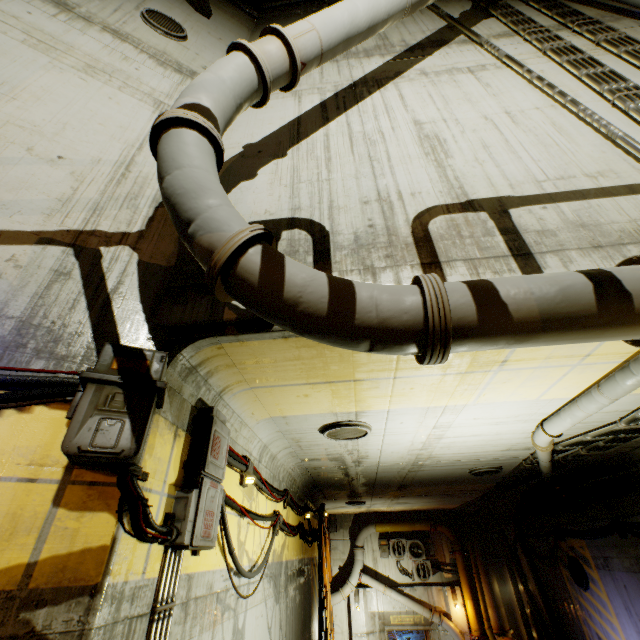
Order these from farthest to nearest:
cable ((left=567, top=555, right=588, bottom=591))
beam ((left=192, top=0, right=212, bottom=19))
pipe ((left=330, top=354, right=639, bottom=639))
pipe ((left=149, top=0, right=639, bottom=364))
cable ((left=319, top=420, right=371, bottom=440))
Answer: cable ((left=567, top=555, right=588, bottom=591)), beam ((left=192, top=0, right=212, bottom=19)), cable ((left=319, top=420, right=371, bottom=440)), pipe ((left=330, top=354, right=639, bottom=639)), pipe ((left=149, top=0, right=639, bottom=364))

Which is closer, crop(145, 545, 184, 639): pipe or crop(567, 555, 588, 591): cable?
crop(145, 545, 184, 639): pipe

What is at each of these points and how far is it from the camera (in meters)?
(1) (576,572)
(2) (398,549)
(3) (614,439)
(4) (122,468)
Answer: (1) cable, 9.85
(2) air conditioner, 15.88
(3) pipe, 5.95
(4) cable, 2.12

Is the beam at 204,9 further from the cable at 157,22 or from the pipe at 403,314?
the cable at 157,22

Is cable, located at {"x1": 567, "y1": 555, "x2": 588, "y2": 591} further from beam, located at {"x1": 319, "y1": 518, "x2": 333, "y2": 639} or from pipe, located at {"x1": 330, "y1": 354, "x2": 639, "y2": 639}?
beam, located at {"x1": 319, "y1": 518, "x2": 333, "y2": 639}

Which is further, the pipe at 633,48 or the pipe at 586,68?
the pipe at 633,48

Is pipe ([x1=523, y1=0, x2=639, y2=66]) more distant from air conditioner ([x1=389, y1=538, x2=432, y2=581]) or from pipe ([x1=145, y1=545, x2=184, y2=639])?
pipe ([x1=145, y1=545, x2=184, y2=639])

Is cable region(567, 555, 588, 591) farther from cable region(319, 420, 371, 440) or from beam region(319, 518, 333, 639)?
beam region(319, 518, 333, 639)
